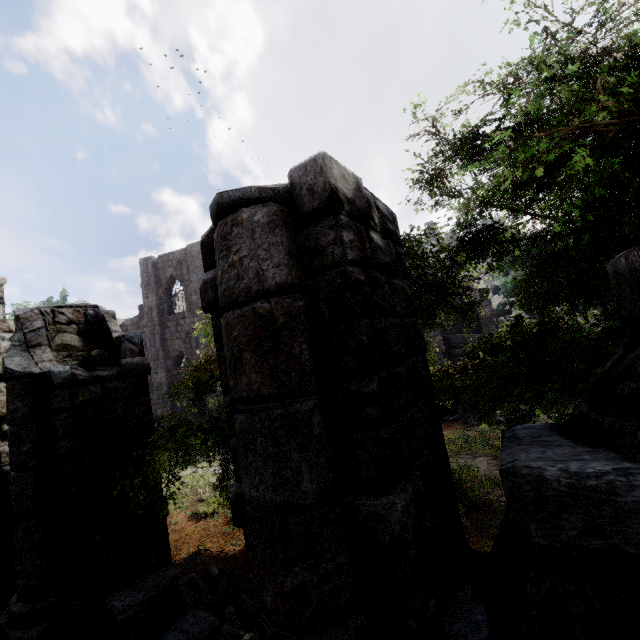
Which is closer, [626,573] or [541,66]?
[626,573]

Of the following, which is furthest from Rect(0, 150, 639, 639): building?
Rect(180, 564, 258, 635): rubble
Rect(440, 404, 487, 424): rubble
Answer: Rect(440, 404, 487, 424): rubble

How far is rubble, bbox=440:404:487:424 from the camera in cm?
1522

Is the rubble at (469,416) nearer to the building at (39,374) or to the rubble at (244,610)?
the building at (39,374)

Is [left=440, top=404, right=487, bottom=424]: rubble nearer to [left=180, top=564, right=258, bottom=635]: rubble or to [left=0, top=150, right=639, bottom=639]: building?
[left=0, top=150, right=639, bottom=639]: building

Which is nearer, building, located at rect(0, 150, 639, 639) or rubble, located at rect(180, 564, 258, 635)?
building, located at rect(0, 150, 639, 639)
